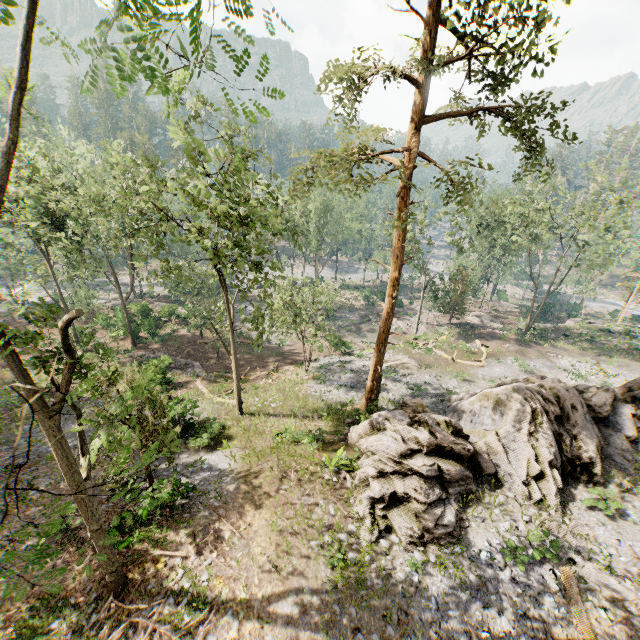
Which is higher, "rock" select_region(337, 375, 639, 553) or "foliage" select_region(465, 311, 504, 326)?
"rock" select_region(337, 375, 639, 553)

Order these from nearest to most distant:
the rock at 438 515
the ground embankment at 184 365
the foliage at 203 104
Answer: the rock at 438 515 < the foliage at 203 104 < the ground embankment at 184 365

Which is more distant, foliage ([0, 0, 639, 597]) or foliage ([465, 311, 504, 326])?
foliage ([465, 311, 504, 326])

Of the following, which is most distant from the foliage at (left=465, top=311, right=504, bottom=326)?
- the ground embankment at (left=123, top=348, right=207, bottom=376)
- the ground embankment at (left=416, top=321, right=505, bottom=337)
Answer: the ground embankment at (left=123, top=348, right=207, bottom=376)

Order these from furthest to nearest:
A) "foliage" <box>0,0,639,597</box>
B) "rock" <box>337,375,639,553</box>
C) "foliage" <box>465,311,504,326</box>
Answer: "foliage" <box>465,311,504,326</box>, "rock" <box>337,375,639,553</box>, "foliage" <box>0,0,639,597</box>

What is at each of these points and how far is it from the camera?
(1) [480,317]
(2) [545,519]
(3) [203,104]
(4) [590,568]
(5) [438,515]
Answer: (1) foliage, 50.0 meters
(2) foliage, 13.5 meters
(3) foliage, 18.1 meters
(4) foliage, 11.9 meters
(5) rock, 12.6 meters

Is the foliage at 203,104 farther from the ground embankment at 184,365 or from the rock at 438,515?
the ground embankment at 184,365

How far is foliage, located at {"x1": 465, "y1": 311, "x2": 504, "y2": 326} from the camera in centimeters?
4784cm
